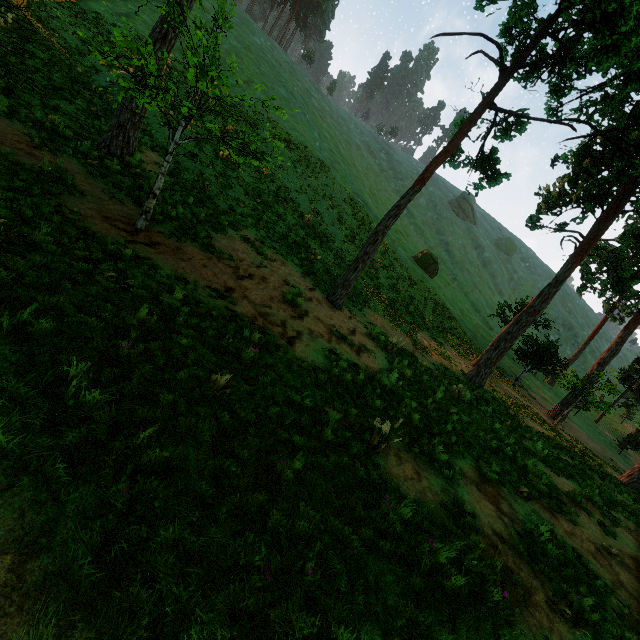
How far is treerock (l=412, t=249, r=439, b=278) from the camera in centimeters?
4175cm

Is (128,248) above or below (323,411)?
above

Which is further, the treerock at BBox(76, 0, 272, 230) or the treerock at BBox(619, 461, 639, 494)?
the treerock at BBox(619, 461, 639, 494)

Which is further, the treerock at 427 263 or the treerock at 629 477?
the treerock at 427 263

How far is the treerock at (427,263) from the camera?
41.8m
